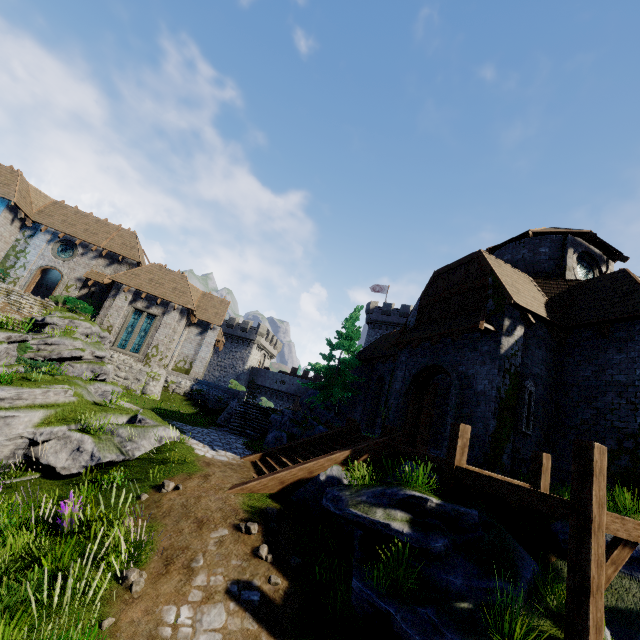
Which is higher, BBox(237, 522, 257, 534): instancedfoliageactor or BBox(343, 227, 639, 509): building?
BBox(343, 227, 639, 509): building

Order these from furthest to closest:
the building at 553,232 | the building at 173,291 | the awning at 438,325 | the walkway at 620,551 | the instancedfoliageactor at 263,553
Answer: the building at 173,291 < the awning at 438,325 < the building at 553,232 < the instancedfoliageactor at 263,553 < the walkway at 620,551

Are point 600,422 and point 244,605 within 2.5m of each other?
no

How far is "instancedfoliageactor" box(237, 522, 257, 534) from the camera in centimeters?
747cm

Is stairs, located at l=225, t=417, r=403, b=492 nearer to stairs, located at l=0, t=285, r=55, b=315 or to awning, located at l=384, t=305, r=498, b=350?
awning, located at l=384, t=305, r=498, b=350

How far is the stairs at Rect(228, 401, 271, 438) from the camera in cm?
1917

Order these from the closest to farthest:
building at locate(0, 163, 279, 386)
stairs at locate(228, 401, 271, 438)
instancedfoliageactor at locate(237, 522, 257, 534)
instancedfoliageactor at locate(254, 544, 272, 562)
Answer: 1. instancedfoliageactor at locate(254, 544, 272, 562)
2. instancedfoliageactor at locate(237, 522, 257, 534)
3. stairs at locate(228, 401, 271, 438)
4. building at locate(0, 163, 279, 386)

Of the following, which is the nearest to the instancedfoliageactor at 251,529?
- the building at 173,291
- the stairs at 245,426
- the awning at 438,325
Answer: the awning at 438,325
